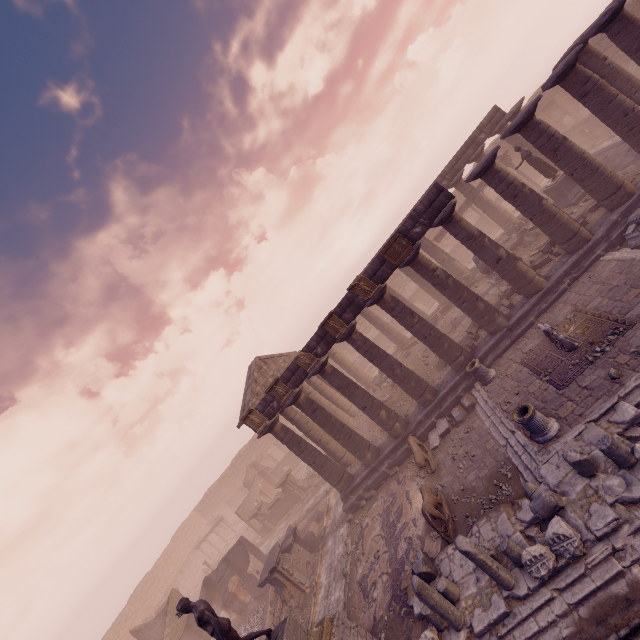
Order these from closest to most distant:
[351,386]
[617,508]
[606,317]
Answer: [617,508]
[606,317]
[351,386]

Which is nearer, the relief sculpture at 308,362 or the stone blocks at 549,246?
the stone blocks at 549,246

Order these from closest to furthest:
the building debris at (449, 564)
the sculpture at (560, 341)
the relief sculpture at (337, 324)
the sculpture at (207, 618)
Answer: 1. the building debris at (449, 564)
2. the sculpture at (207, 618)
3. the sculpture at (560, 341)
4. the relief sculpture at (337, 324)

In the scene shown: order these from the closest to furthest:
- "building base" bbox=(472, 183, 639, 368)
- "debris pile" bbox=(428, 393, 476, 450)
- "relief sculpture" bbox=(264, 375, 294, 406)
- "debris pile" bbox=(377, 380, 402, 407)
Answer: "building base" bbox=(472, 183, 639, 368) < "debris pile" bbox=(428, 393, 476, 450) < "relief sculpture" bbox=(264, 375, 294, 406) < "debris pile" bbox=(377, 380, 402, 407)

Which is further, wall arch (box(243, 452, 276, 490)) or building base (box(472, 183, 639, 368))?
wall arch (box(243, 452, 276, 490))

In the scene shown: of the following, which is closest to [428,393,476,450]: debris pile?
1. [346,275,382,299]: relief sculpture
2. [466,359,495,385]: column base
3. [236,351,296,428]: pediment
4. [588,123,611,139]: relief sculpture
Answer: [466,359,495,385]: column base

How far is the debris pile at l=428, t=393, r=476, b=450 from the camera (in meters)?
13.92

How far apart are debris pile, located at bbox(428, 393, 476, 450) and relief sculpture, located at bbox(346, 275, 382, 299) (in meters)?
5.95
